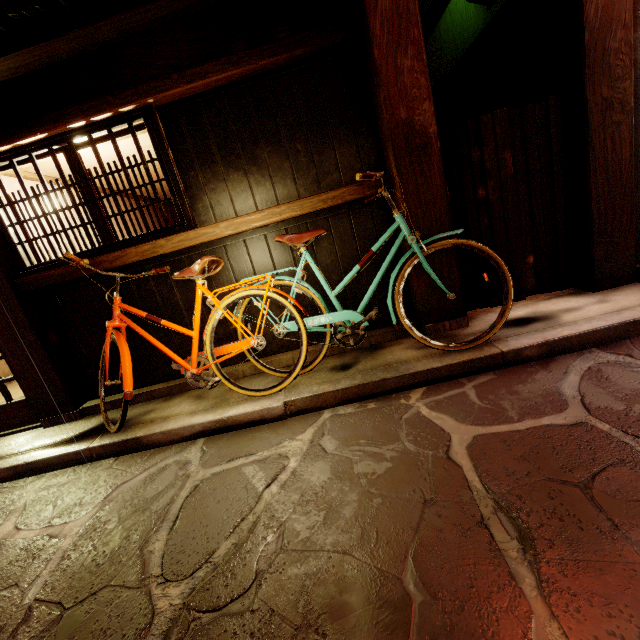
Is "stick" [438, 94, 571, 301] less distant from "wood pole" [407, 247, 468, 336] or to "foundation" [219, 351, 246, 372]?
"wood pole" [407, 247, 468, 336]

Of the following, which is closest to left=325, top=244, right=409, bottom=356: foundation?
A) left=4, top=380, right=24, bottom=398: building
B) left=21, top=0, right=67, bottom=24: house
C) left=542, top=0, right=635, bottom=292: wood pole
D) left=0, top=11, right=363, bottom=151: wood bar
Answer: left=4, top=380, right=24, bottom=398: building

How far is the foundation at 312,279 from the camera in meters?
6.0 m

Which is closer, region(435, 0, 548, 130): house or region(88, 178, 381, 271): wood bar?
region(88, 178, 381, 271): wood bar

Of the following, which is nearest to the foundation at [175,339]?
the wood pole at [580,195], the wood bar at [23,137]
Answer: the wood bar at [23,137]

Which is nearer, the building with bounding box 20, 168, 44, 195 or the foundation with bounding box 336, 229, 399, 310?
the foundation with bounding box 336, 229, 399, 310

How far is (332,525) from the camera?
3.0 meters

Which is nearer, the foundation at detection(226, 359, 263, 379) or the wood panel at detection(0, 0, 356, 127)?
the wood panel at detection(0, 0, 356, 127)
